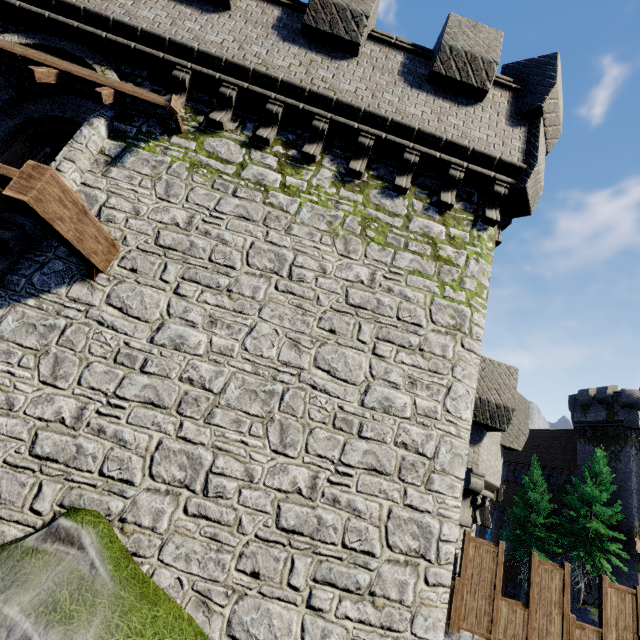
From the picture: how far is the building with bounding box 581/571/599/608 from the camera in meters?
28.6 m

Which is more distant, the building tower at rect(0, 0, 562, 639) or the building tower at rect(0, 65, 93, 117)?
the building tower at rect(0, 65, 93, 117)

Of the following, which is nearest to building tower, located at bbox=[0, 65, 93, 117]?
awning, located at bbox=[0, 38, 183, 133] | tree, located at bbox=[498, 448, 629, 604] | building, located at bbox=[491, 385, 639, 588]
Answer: awning, located at bbox=[0, 38, 183, 133]

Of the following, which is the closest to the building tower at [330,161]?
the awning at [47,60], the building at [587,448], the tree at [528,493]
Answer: the awning at [47,60]

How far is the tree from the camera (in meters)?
25.84

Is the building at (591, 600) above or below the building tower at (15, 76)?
below

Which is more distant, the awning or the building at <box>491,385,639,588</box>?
the building at <box>491,385,639,588</box>

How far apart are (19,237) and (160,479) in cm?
436
